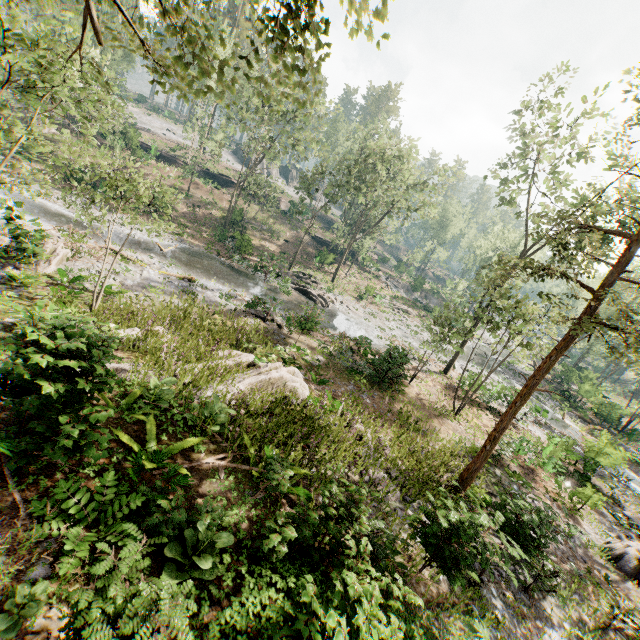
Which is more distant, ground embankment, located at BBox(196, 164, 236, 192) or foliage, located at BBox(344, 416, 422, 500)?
Answer: ground embankment, located at BBox(196, 164, 236, 192)

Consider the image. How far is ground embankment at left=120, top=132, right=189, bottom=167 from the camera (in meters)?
42.30

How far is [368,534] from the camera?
6.1 meters

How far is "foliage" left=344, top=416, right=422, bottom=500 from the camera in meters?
9.9

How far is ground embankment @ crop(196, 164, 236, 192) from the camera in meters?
51.6 m

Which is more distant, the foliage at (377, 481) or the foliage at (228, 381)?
the foliage at (377, 481)

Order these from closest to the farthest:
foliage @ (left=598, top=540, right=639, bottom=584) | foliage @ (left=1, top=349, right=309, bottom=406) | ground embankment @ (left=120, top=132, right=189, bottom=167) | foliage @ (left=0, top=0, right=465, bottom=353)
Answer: foliage @ (left=0, top=0, right=465, bottom=353)
foliage @ (left=1, top=349, right=309, bottom=406)
foliage @ (left=598, top=540, right=639, bottom=584)
ground embankment @ (left=120, top=132, right=189, bottom=167)

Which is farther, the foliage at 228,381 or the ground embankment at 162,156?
the ground embankment at 162,156
